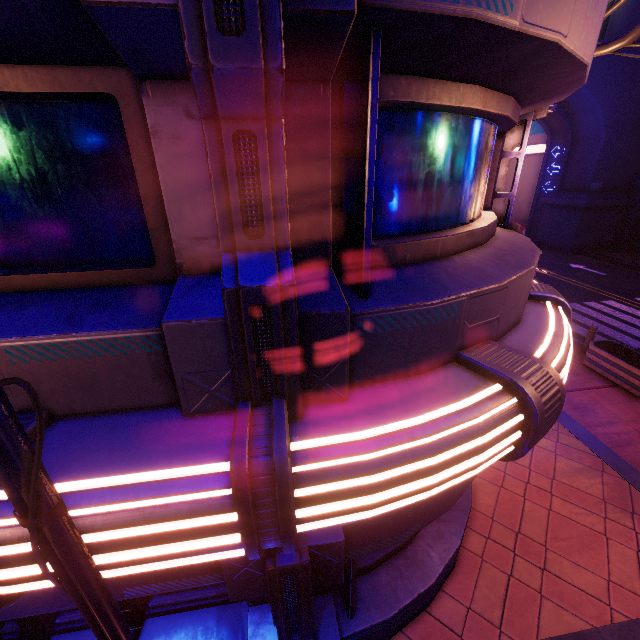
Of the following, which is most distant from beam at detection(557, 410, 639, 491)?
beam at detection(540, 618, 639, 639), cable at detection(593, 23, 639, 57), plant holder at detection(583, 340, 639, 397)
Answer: cable at detection(593, 23, 639, 57)

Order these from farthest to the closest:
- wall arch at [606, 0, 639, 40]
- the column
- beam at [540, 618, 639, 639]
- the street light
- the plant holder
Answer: the column < wall arch at [606, 0, 639, 40] < the plant holder < beam at [540, 618, 639, 639] < the street light

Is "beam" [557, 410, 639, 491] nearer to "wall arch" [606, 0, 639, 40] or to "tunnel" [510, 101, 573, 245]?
"wall arch" [606, 0, 639, 40]

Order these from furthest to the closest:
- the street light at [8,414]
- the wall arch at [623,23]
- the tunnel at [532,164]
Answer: the tunnel at [532,164]
the wall arch at [623,23]
the street light at [8,414]

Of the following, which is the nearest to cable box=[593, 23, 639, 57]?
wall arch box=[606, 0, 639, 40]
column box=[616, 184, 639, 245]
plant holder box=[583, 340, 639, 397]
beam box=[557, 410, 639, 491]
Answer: wall arch box=[606, 0, 639, 40]

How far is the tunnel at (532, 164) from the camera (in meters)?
26.08

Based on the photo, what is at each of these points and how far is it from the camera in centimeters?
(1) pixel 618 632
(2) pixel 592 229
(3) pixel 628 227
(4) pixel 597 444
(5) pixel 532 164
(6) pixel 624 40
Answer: (1) beam, 473cm
(2) wall arch, 2606cm
(3) column, 2580cm
(4) beam, 795cm
(5) tunnel, 3117cm
(6) cable, 598cm

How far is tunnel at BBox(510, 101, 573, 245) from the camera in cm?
2608
